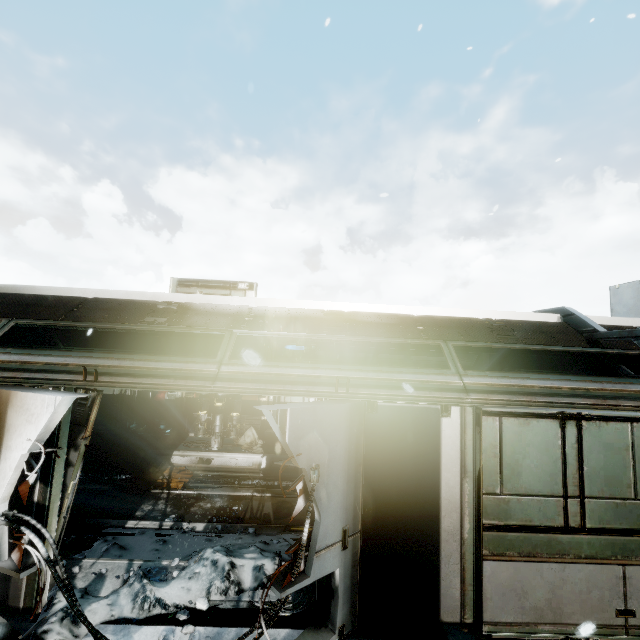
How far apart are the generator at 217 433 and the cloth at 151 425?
2.56m

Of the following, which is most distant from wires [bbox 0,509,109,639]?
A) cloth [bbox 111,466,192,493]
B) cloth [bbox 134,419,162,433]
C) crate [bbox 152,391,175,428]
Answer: crate [bbox 152,391,175,428]

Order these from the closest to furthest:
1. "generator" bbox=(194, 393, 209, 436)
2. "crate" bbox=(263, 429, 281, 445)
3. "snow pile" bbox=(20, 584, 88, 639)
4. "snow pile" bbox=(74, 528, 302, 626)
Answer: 1. "snow pile" bbox=(20, 584, 88, 639)
2. "snow pile" bbox=(74, 528, 302, 626)
3. "generator" bbox=(194, 393, 209, 436)
4. "crate" bbox=(263, 429, 281, 445)

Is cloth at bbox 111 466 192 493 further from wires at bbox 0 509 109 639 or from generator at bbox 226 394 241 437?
wires at bbox 0 509 109 639

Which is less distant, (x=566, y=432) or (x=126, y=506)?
(x=566, y=432)

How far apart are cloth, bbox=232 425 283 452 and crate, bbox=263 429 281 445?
0.02m

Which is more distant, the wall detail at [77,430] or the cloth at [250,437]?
the cloth at [250,437]

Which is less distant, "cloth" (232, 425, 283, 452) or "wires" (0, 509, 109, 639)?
"wires" (0, 509, 109, 639)
